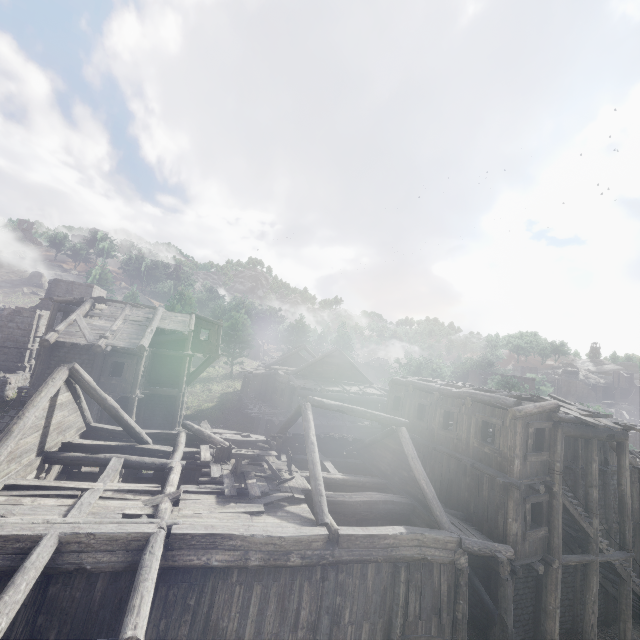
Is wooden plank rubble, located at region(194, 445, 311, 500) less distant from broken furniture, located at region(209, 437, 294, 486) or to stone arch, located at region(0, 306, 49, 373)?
broken furniture, located at region(209, 437, 294, 486)

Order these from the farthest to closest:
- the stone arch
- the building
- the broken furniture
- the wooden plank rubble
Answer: the stone arch < the broken furniture < the wooden plank rubble < the building

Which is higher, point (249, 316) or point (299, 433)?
point (249, 316)

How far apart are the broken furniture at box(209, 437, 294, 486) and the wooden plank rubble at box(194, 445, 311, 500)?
0.0m

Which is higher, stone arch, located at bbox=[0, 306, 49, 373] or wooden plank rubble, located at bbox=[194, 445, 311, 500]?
stone arch, located at bbox=[0, 306, 49, 373]

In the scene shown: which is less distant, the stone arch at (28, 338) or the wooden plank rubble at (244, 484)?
the wooden plank rubble at (244, 484)

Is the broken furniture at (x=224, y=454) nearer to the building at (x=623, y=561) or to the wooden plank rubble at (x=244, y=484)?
the wooden plank rubble at (x=244, y=484)

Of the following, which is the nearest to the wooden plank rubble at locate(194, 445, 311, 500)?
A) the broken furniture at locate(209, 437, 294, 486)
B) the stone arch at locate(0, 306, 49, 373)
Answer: the broken furniture at locate(209, 437, 294, 486)
